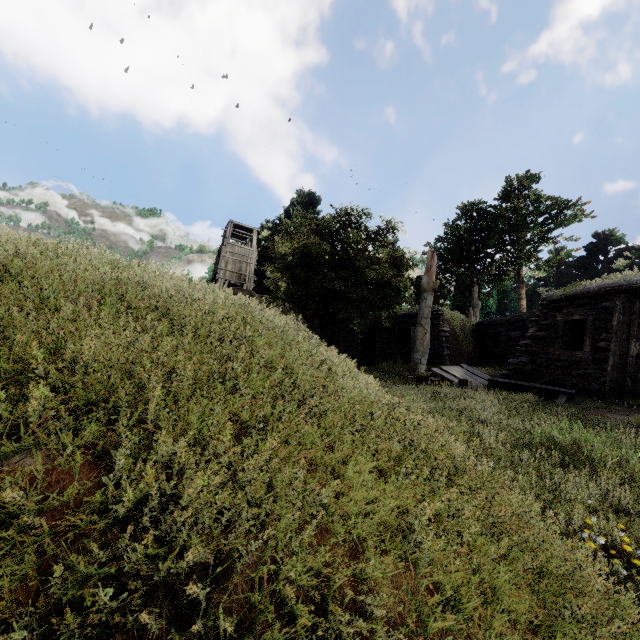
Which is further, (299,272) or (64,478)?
(299,272)

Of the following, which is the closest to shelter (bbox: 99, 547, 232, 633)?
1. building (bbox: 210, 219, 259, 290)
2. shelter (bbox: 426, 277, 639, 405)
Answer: shelter (bbox: 426, 277, 639, 405)

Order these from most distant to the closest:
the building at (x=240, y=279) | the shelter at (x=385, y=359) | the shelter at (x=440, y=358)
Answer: the building at (x=240, y=279) → the shelter at (x=385, y=359) → the shelter at (x=440, y=358)

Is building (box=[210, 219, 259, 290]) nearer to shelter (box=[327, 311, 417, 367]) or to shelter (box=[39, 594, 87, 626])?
shelter (box=[327, 311, 417, 367])

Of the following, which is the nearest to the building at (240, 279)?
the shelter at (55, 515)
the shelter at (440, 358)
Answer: the shelter at (440, 358)

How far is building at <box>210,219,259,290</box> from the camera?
30.9 meters

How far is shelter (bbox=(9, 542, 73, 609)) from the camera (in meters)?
0.91
